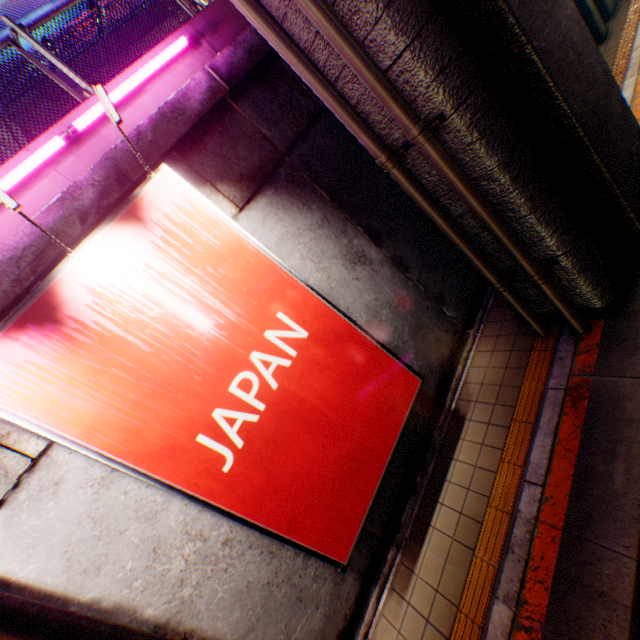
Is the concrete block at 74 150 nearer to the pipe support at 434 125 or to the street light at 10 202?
the street light at 10 202

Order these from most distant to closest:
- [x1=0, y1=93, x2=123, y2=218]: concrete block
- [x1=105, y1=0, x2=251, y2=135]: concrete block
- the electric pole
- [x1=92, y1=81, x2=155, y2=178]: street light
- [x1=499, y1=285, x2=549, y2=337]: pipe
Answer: [x1=499, y1=285, x2=549, y2=337]: pipe, [x1=105, y1=0, x2=251, y2=135]: concrete block, [x1=0, y1=93, x2=123, y2=218]: concrete block, [x1=92, y1=81, x2=155, y2=178]: street light, the electric pole

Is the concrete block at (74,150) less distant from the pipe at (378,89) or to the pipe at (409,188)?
the pipe at (409,188)

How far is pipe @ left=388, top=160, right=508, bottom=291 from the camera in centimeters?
407cm

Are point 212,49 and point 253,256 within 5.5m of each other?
yes

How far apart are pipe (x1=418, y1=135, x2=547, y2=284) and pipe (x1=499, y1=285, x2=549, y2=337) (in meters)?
0.29

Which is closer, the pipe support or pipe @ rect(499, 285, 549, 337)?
the pipe support

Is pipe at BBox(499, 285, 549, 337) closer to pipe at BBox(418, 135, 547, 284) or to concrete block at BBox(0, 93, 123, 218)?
pipe at BBox(418, 135, 547, 284)
